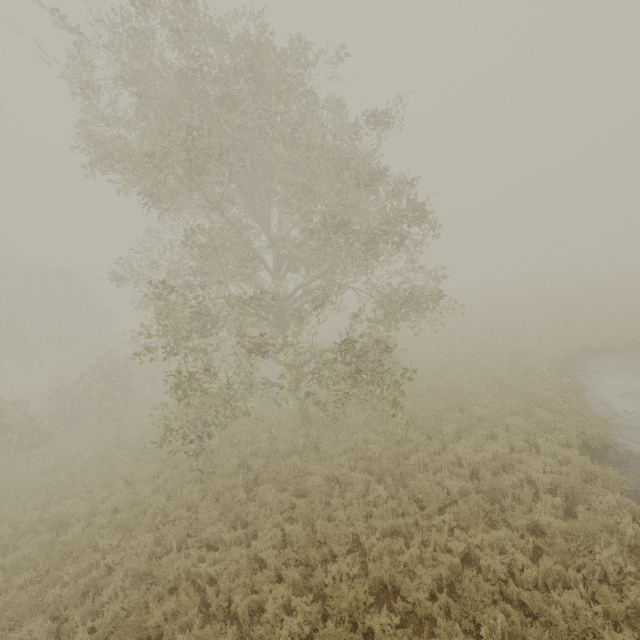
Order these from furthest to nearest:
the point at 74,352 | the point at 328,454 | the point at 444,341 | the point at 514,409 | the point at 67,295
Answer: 1. the point at 74,352
2. the point at 67,295
3. the point at 444,341
4. the point at 514,409
5. the point at 328,454
